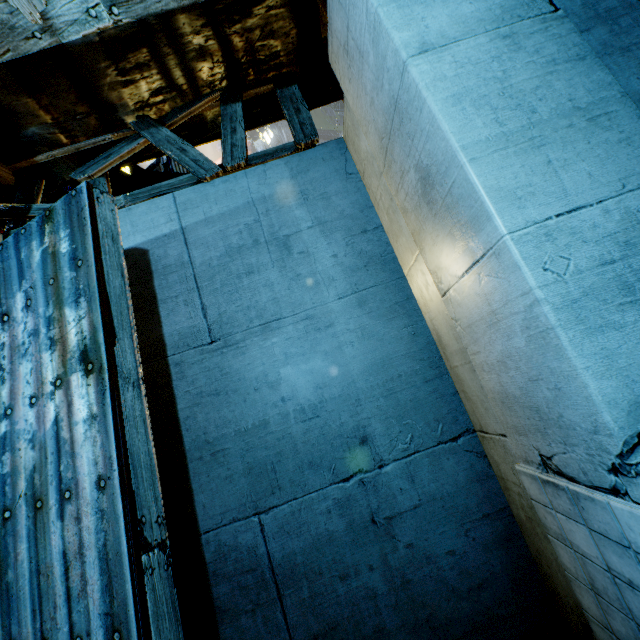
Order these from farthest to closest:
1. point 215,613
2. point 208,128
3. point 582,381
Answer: point 208,128
point 215,613
point 582,381
